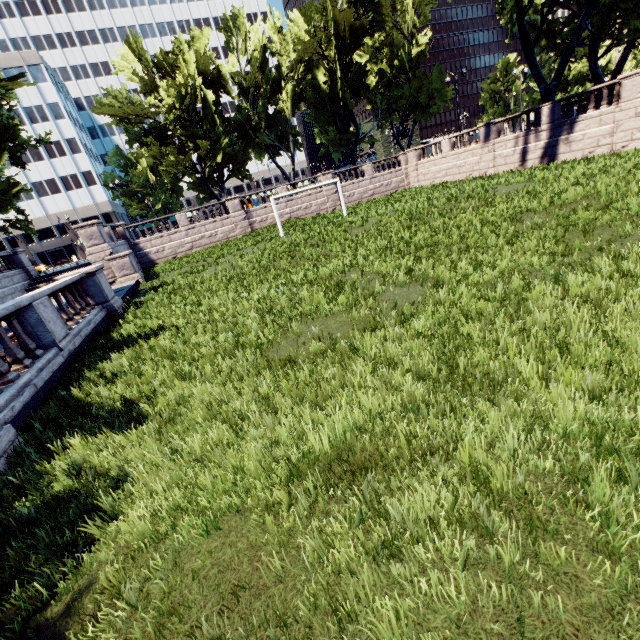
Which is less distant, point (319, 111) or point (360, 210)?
point (360, 210)

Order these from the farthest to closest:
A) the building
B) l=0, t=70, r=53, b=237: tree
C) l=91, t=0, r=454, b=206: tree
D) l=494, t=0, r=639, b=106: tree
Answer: the building, l=91, t=0, r=454, b=206: tree, l=0, t=70, r=53, b=237: tree, l=494, t=0, r=639, b=106: tree

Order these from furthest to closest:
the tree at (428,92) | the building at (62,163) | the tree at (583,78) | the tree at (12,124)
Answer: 1. the building at (62,163)
2. the tree at (428,92)
3. the tree at (12,124)
4. the tree at (583,78)

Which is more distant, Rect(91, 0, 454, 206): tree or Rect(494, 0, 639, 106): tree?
Rect(91, 0, 454, 206): tree

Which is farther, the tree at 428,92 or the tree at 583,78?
the tree at 428,92

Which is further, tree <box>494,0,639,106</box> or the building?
the building
